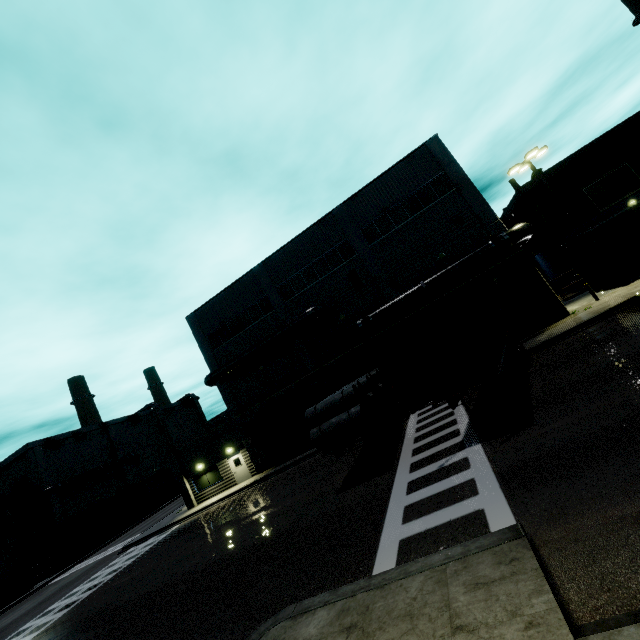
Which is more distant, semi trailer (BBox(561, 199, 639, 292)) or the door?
the door

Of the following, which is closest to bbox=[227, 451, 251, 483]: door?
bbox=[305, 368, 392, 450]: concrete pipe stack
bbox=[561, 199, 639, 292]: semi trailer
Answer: bbox=[561, 199, 639, 292]: semi trailer

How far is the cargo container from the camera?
9.8m

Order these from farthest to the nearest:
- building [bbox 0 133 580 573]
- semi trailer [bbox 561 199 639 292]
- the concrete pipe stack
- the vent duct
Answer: the vent duct → building [bbox 0 133 580 573] → semi trailer [bbox 561 199 639 292] → the concrete pipe stack

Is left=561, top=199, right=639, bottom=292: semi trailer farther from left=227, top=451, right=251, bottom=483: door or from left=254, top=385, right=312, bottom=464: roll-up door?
left=227, top=451, right=251, bottom=483: door

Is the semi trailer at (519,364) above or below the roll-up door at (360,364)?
below

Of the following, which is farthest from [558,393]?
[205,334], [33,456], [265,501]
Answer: [33,456]

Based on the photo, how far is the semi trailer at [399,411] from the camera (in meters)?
11.97
